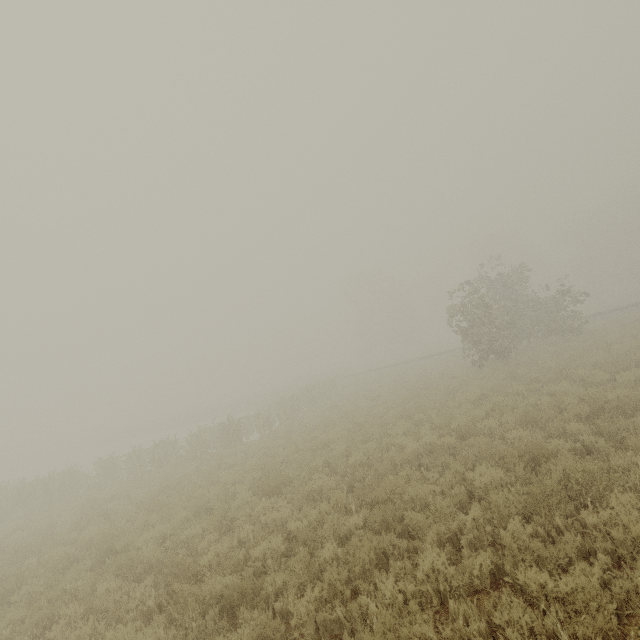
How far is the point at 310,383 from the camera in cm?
3406
